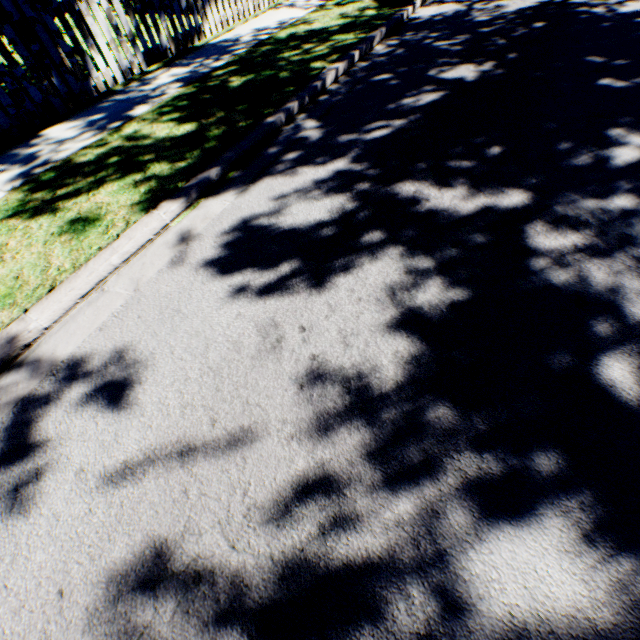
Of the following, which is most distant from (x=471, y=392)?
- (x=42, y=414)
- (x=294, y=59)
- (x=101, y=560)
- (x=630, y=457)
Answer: (x=294, y=59)
